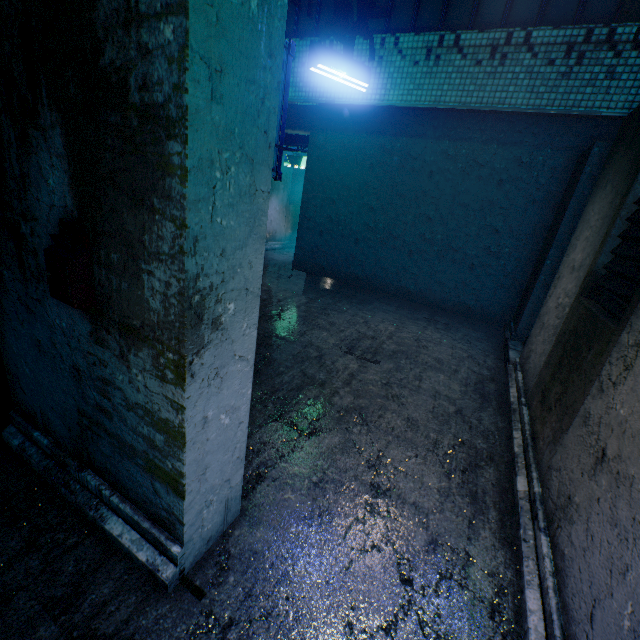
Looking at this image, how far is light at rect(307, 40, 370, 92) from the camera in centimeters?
407cm

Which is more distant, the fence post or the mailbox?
the fence post

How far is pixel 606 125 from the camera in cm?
479

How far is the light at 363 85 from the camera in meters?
4.1

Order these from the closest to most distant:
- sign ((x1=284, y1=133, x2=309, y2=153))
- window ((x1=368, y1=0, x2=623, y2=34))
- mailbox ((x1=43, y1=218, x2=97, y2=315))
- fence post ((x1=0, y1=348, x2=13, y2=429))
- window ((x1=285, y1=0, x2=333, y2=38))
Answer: mailbox ((x1=43, y1=218, x2=97, y2=315))
fence post ((x1=0, y1=348, x2=13, y2=429))
window ((x1=368, y1=0, x2=623, y2=34))
window ((x1=285, y1=0, x2=333, y2=38))
sign ((x1=284, y1=133, x2=309, y2=153))

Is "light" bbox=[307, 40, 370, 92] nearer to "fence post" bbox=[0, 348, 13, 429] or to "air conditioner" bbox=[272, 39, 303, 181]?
"air conditioner" bbox=[272, 39, 303, 181]

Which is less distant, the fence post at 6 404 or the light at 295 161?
the fence post at 6 404

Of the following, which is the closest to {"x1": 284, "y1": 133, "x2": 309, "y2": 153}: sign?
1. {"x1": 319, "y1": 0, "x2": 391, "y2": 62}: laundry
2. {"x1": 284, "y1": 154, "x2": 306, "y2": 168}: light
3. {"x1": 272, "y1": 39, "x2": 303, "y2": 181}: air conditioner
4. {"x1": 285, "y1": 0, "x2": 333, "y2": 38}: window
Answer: {"x1": 284, "y1": 154, "x2": 306, "y2": 168}: light
